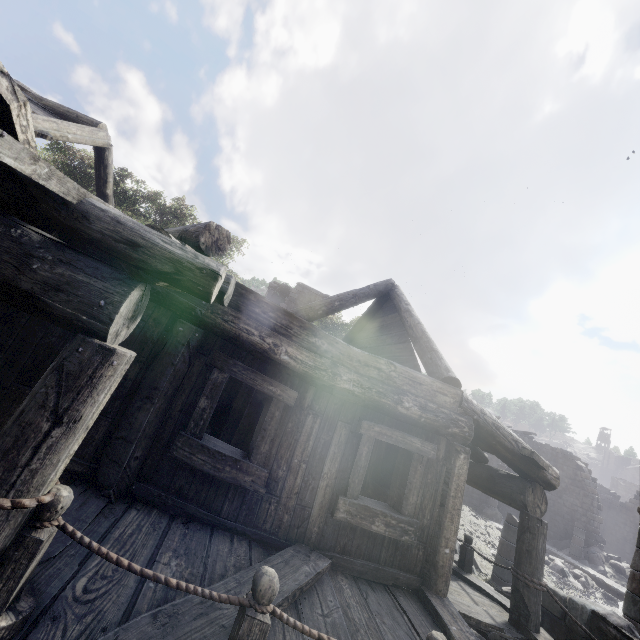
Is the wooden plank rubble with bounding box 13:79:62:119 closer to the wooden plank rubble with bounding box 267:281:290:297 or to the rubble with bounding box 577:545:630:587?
the wooden plank rubble with bounding box 267:281:290:297

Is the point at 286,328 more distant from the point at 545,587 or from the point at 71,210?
the point at 545,587

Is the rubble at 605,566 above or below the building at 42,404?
below

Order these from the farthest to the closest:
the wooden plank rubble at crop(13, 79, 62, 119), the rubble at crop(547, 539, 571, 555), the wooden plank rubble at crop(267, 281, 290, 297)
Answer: the wooden plank rubble at crop(267, 281, 290, 297)
the rubble at crop(547, 539, 571, 555)
the wooden plank rubble at crop(13, 79, 62, 119)

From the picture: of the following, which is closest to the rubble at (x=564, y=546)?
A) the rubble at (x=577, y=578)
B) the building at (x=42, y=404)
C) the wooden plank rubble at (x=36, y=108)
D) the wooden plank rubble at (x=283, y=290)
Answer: the building at (x=42, y=404)

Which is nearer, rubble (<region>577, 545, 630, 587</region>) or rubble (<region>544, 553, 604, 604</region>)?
rubble (<region>544, 553, 604, 604</region>)

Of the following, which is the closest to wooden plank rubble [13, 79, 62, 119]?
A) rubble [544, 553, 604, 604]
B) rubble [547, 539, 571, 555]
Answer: rubble [544, 553, 604, 604]
